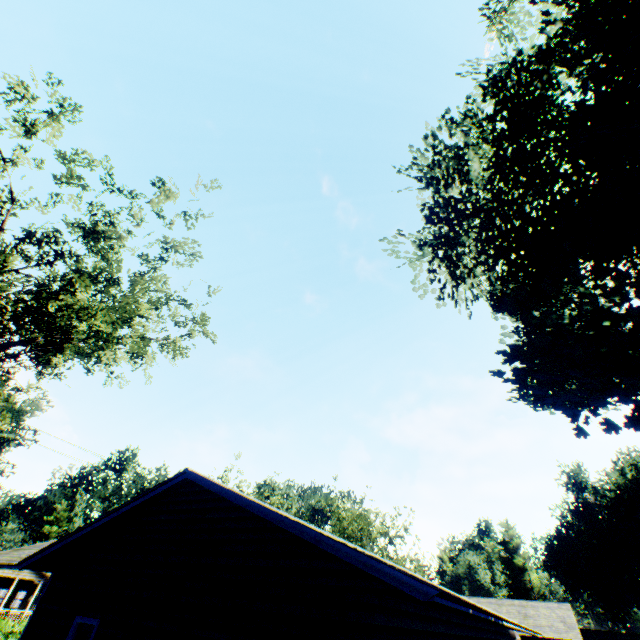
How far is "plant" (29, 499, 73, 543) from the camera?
53.7m

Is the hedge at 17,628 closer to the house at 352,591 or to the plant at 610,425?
the house at 352,591

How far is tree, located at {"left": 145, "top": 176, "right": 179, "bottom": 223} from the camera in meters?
11.8

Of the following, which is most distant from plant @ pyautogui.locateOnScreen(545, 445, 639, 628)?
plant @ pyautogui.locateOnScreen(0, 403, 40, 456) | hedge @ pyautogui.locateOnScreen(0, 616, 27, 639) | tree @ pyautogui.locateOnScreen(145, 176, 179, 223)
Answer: plant @ pyautogui.locateOnScreen(0, 403, 40, 456)

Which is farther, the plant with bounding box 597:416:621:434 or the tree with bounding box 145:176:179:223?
the tree with bounding box 145:176:179:223

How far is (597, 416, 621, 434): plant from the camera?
9.78m

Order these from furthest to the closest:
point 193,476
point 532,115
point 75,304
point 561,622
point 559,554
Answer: point 559,554 < point 561,622 < point 532,115 < point 75,304 < point 193,476

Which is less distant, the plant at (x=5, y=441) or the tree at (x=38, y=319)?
the tree at (x=38, y=319)
